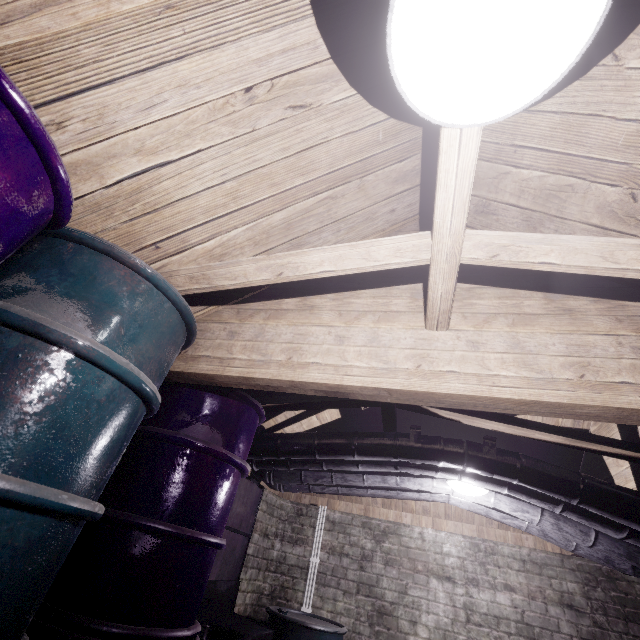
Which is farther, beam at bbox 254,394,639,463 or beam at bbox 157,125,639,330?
beam at bbox 254,394,639,463

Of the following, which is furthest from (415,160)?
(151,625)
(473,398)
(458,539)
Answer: (458,539)

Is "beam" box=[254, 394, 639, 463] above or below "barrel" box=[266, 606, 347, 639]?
above

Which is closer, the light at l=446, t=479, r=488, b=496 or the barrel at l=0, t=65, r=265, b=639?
the barrel at l=0, t=65, r=265, b=639

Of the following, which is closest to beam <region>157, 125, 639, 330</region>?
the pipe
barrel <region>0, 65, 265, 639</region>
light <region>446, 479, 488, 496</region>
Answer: barrel <region>0, 65, 265, 639</region>

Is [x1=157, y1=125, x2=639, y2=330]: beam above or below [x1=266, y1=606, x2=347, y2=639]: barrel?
above

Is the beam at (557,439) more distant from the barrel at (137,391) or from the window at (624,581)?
the window at (624,581)

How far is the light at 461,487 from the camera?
2.4 meters
